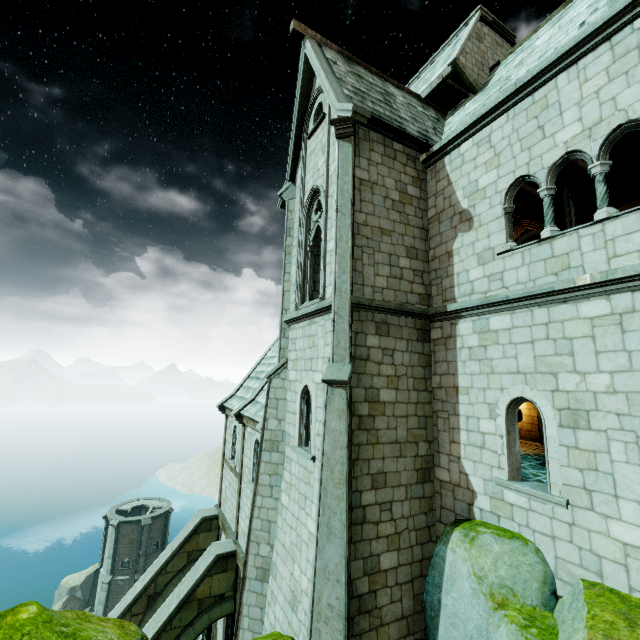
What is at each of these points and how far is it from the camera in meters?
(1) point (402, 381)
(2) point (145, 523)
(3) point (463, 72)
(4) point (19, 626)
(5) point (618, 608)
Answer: (1) building, 8.9
(2) building, 35.9
(3) wooden beam, 12.8
(4) rock, 3.7
(5) rock, 5.1

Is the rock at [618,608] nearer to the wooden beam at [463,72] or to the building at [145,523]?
the building at [145,523]

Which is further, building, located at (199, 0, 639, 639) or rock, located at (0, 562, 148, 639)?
building, located at (199, 0, 639, 639)

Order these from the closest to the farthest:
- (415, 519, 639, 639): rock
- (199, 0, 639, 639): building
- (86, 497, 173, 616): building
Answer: (415, 519, 639, 639): rock → (199, 0, 639, 639): building → (86, 497, 173, 616): building

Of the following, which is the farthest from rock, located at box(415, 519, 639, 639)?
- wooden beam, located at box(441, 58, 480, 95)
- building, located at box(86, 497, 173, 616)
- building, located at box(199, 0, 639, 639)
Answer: wooden beam, located at box(441, 58, 480, 95)

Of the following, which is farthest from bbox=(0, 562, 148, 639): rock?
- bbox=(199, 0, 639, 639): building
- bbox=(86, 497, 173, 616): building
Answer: bbox=(86, 497, 173, 616): building

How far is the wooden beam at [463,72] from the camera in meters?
12.7 m

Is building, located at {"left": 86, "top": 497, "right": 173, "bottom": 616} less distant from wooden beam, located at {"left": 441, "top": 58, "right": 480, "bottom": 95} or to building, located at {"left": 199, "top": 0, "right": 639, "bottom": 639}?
building, located at {"left": 199, "top": 0, "right": 639, "bottom": 639}
